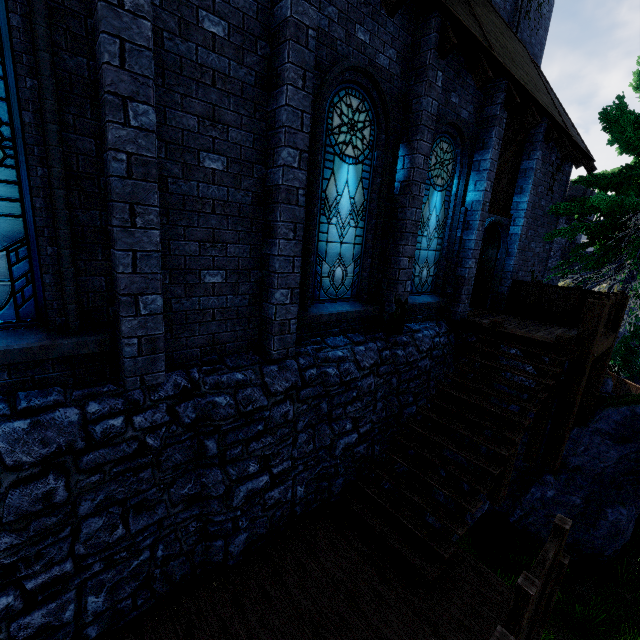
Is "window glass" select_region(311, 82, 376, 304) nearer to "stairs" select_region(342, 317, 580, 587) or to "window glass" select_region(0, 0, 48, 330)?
"stairs" select_region(342, 317, 580, 587)

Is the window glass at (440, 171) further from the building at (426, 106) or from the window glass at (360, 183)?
the window glass at (360, 183)

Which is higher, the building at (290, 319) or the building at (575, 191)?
the building at (575, 191)

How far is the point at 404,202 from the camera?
6.4m

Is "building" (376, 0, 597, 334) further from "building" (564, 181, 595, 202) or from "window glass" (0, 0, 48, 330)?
"building" (564, 181, 595, 202)

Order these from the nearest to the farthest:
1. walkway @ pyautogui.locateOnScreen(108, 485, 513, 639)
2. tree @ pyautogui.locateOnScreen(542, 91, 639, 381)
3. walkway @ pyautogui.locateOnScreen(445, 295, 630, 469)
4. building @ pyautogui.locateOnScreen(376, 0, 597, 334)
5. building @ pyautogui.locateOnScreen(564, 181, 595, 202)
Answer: walkway @ pyautogui.locateOnScreen(108, 485, 513, 639) < building @ pyautogui.locateOnScreen(376, 0, 597, 334) < walkway @ pyautogui.locateOnScreen(445, 295, 630, 469) < tree @ pyautogui.locateOnScreen(542, 91, 639, 381) < building @ pyautogui.locateOnScreen(564, 181, 595, 202)

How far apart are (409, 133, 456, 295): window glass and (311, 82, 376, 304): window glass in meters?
1.5 m

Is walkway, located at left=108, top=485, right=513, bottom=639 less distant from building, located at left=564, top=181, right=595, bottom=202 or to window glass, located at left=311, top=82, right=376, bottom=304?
window glass, located at left=311, top=82, right=376, bottom=304
